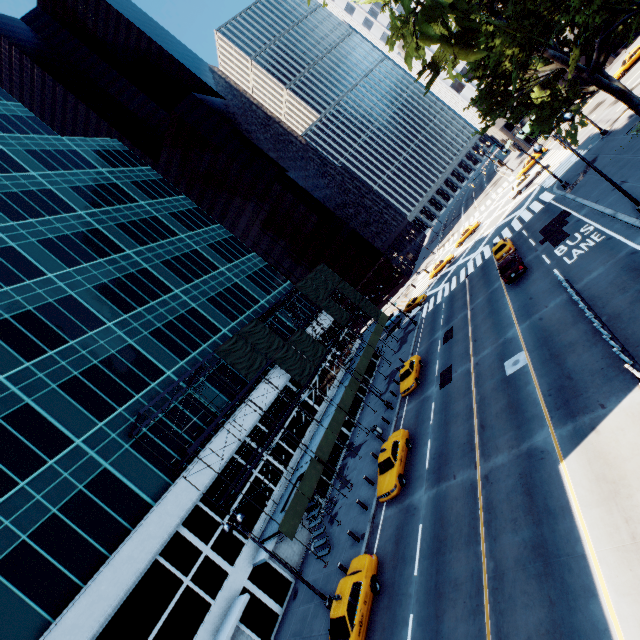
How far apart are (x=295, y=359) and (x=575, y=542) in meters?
24.2

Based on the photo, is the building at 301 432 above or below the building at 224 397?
below

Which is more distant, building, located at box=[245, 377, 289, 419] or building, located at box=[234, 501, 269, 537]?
building, located at box=[245, 377, 289, 419]

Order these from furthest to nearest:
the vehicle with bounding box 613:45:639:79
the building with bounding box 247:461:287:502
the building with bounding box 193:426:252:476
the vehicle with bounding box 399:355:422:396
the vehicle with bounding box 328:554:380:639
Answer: the vehicle with bounding box 613:45:639:79
the vehicle with bounding box 399:355:422:396
the building with bounding box 247:461:287:502
the building with bounding box 193:426:252:476
the vehicle with bounding box 328:554:380:639

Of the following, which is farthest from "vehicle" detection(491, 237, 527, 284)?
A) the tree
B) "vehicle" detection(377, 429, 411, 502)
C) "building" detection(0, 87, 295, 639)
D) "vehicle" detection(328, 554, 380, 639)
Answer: "vehicle" detection(328, 554, 380, 639)

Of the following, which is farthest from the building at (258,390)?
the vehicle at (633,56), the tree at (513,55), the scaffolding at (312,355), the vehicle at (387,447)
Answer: the vehicle at (633,56)

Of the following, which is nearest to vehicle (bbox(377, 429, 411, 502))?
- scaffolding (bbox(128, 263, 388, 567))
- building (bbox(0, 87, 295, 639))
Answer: scaffolding (bbox(128, 263, 388, 567))

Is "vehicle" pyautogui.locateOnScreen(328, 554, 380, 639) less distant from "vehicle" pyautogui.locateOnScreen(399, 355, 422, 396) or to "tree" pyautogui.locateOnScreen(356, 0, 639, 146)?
"vehicle" pyautogui.locateOnScreen(399, 355, 422, 396)
